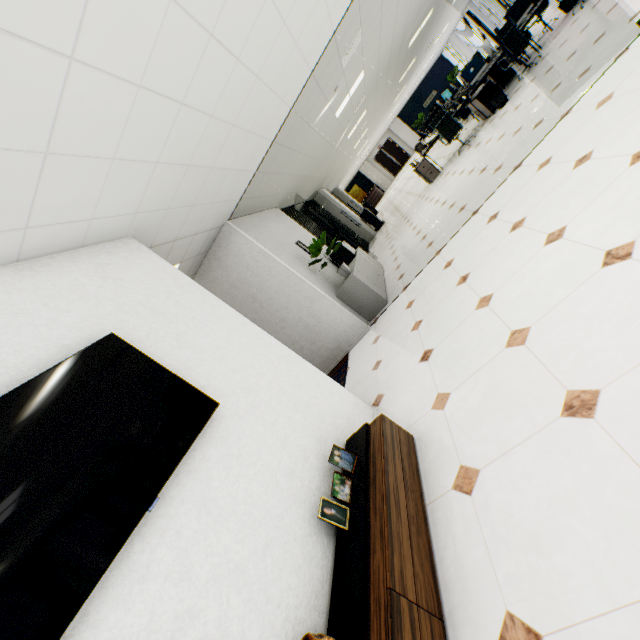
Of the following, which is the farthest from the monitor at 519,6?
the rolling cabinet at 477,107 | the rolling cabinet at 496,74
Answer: the rolling cabinet at 477,107

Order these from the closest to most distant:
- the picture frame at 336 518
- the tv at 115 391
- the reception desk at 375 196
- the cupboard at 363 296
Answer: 1. the tv at 115 391
2. the picture frame at 336 518
3. the cupboard at 363 296
4. the reception desk at 375 196

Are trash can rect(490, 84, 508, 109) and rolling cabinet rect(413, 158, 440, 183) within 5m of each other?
yes

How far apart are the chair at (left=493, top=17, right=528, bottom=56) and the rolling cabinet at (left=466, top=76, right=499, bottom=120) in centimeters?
48cm

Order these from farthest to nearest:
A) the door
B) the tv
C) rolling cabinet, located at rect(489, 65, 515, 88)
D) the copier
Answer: the door
the copier
rolling cabinet, located at rect(489, 65, 515, 88)
the tv

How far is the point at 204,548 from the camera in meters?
1.5 m

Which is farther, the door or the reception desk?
the door

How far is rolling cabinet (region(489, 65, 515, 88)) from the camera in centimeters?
902cm
